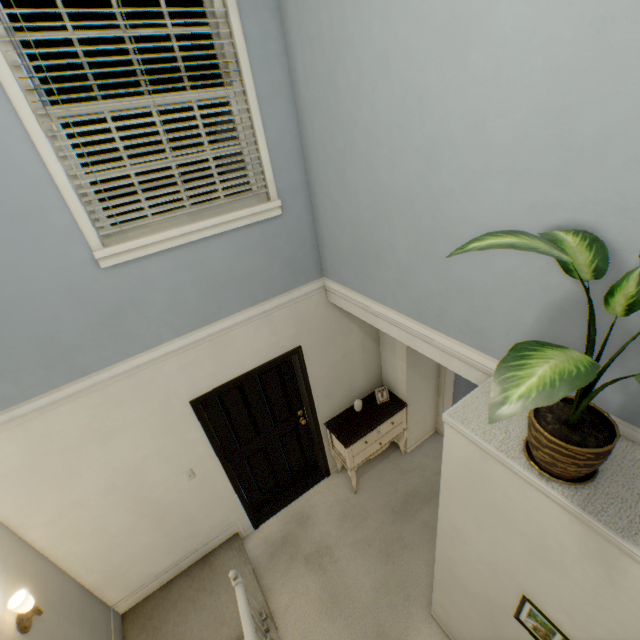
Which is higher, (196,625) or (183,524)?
(183,524)

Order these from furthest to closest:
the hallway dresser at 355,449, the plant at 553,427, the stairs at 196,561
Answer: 1. the hallway dresser at 355,449
2. the stairs at 196,561
3. the plant at 553,427

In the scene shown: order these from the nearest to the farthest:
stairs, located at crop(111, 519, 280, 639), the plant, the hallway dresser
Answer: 1. the plant
2. stairs, located at crop(111, 519, 280, 639)
3. the hallway dresser

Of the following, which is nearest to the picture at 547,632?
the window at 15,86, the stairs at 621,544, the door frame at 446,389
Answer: the stairs at 621,544

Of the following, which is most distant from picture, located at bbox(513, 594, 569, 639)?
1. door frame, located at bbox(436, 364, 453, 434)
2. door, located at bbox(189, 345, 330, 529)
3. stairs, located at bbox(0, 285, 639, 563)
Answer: door, located at bbox(189, 345, 330, 529)

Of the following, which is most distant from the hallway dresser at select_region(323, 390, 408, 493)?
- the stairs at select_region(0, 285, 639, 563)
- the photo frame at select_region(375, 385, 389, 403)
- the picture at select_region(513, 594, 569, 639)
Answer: the picture at select_region(513, 594, 569, 639)

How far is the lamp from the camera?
1.98m

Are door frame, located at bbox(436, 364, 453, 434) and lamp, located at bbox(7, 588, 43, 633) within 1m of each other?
no
